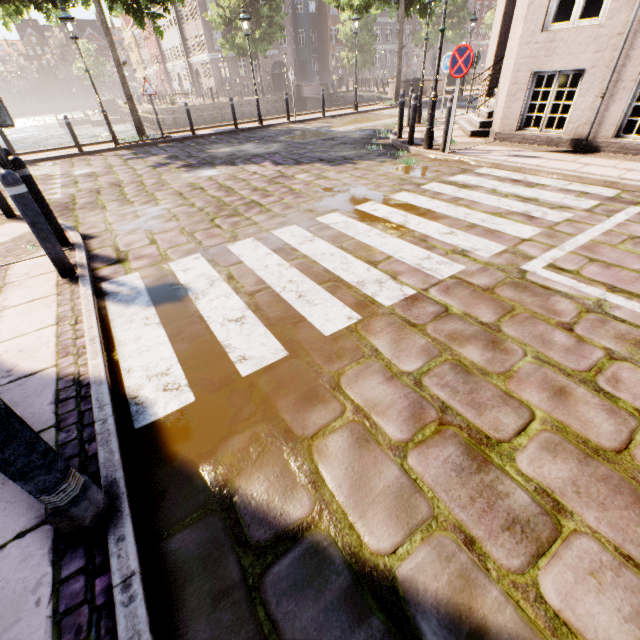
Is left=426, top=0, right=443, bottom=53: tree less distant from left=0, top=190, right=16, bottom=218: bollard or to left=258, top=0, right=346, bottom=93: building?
left=258, top=0, right=346, bottom=93: building

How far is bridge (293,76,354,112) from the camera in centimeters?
3009cm

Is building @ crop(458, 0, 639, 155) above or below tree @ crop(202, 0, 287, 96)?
below

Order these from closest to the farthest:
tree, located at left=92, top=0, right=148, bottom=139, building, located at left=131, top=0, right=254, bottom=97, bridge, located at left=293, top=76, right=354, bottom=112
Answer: tree, located at left=92, top=0, right=148, bottom=139 → bridge, located at left=293, top=76, right=354, bottom=112 → building, located at left=131, top=0, right=254, bottom=97

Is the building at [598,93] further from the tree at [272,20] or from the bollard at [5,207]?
the tree at [272,20]

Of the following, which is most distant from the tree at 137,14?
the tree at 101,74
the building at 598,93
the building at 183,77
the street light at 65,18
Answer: the tree at 101,74

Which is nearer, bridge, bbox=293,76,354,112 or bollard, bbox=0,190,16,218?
bollard, bbox=0,190,16,218

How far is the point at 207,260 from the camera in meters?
4.1 m
